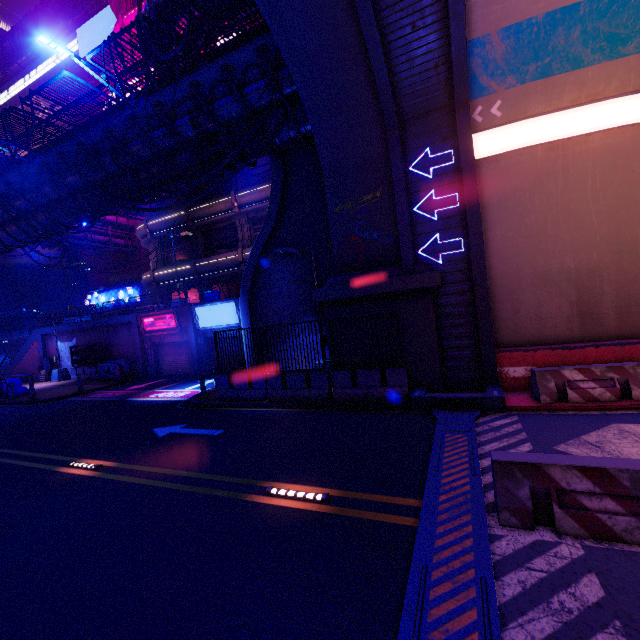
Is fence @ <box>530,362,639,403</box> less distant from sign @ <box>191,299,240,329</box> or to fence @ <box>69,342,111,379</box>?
sign @ <box>191,299,240,329</box>

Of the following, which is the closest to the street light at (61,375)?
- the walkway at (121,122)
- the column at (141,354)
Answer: the walkway at (121,122)

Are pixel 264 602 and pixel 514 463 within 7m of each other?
yes

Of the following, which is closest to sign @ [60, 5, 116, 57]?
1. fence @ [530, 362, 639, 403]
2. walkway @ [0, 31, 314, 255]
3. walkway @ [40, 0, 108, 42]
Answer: walkway @ [40, 0, 108, 42]

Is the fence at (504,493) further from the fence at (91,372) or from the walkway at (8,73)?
the walkway at (8,73)

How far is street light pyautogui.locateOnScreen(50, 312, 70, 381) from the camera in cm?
2642

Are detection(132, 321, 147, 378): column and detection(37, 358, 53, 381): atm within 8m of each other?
no

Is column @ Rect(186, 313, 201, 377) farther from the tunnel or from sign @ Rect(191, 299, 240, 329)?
the tunnel
